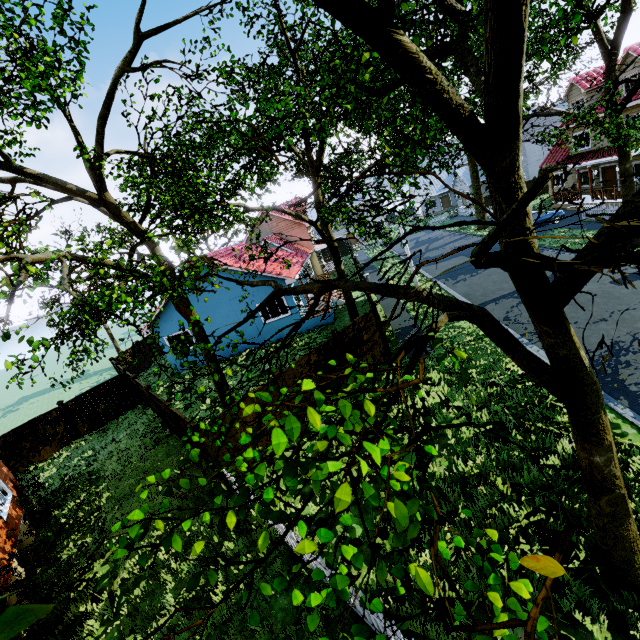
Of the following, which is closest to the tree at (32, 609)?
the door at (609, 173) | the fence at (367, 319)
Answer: the fence at (367, 319)

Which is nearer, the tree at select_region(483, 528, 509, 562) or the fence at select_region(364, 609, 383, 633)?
the tree at select_region(483, 528, 509, 562)

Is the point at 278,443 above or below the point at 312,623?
above

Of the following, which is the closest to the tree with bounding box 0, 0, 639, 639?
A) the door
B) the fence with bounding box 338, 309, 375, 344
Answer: the fence with bounding box 338, 309, 375, 344

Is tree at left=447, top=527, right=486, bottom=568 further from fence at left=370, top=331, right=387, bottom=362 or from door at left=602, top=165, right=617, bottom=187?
door at left=602, top=165, right=617, bottom=187

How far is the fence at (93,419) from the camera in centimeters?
1780cm

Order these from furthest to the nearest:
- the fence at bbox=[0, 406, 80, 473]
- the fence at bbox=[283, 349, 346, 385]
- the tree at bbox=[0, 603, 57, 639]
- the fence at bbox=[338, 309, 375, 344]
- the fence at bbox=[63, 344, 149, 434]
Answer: the fence at bbox=[63, 344, 149, 434], the fence at bbox=[0, 406, 80, 473], the fence at bbox=[338, 309, 375, 344], the fence at bbox=[283, 349, 346, 385], the tree at bbox=[0, 603, 57, 639]

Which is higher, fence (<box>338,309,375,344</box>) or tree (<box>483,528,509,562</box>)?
tree (<box>483,528,509,562</box>)
